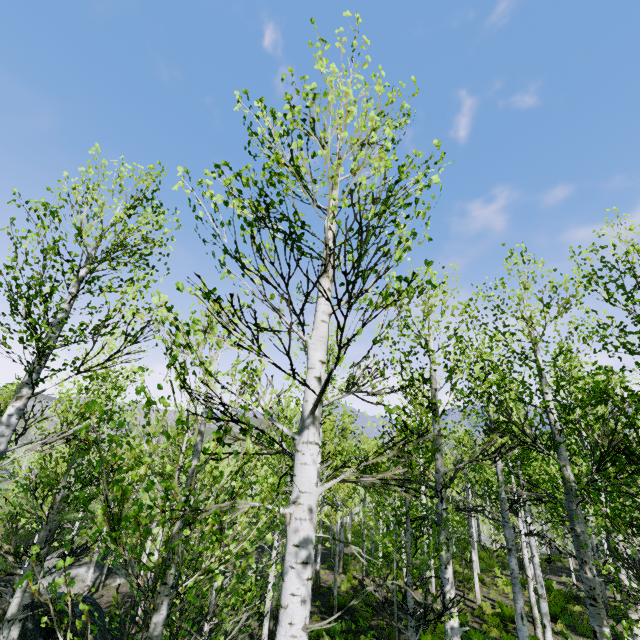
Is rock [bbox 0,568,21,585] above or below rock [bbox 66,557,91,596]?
above

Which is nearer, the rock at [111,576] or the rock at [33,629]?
the rock at [33,629]

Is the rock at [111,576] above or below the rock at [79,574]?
below

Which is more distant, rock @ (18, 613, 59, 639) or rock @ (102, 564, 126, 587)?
rock @ (102, 564, 126, 587)

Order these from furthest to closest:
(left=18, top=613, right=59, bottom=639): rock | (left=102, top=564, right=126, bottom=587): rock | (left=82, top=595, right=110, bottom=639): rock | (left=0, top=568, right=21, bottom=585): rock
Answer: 1. (left=102, top=564, right=126, bottom=587): rock
2. (left=82, top=595, right=110, bottom=639): rock
3. (left=0, top=568, right=21, bottom=585): rock
4. (left=18, top=613, right=59, bottom=639): rock

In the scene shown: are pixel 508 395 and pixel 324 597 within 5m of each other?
no

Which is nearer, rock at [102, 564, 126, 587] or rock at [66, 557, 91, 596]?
rock at [66, 557, 91, 596]
